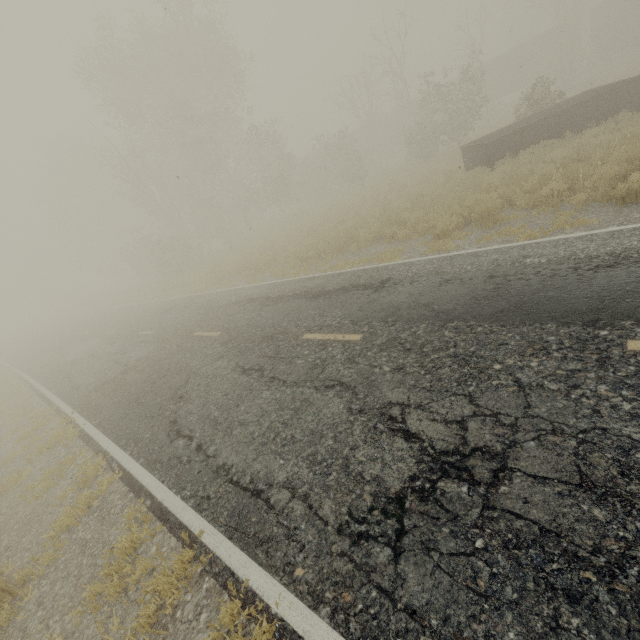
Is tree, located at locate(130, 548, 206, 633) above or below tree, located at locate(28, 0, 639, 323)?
below

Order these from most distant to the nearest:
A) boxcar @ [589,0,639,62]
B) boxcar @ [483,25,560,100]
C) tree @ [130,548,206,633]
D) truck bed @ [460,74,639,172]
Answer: boxcar @ [483,25,560,100] < boxcar @ [589,0,639,62] < truck bed @ [460,74,639,172] < tree @ [130,548,206,633]

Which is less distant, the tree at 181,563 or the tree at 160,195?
the tree at 181,563

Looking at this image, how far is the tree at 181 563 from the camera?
3.2 meters

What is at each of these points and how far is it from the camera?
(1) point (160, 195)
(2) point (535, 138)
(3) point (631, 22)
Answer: (1) tree, 22.5 meters
(2) truck bed, 13.1 meters
(3) boxcar, 28.3 meters

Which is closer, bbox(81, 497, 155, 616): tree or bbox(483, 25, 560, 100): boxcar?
bbox(81, 497, 155, 616): tree
